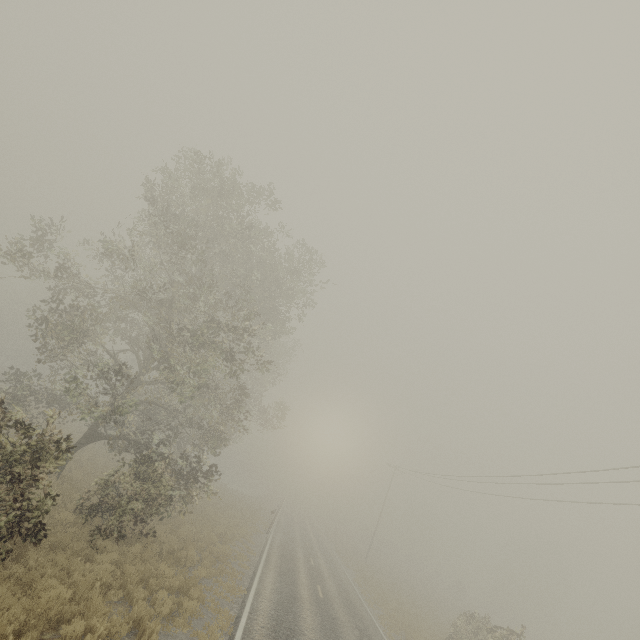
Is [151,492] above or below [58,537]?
above
